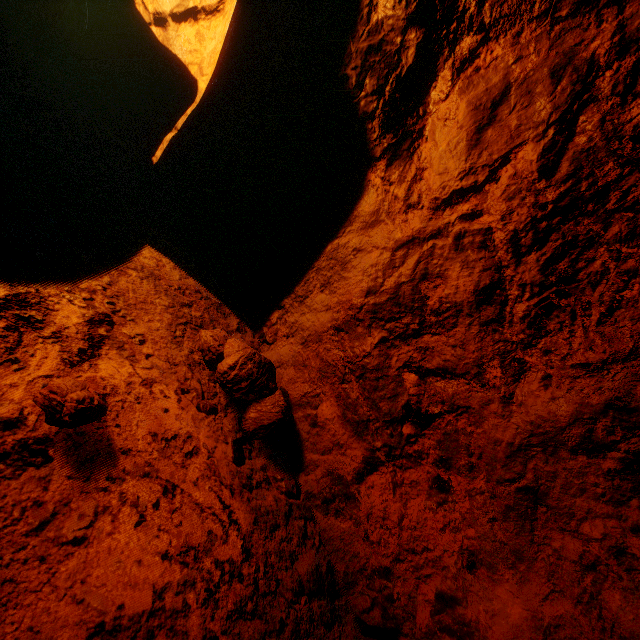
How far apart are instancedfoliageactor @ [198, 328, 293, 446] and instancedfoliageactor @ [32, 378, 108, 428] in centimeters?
57cm

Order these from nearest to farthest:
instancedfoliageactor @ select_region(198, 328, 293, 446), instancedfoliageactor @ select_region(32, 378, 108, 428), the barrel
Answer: instancedfoliageactor @ select_region(32, 378, 108, 428) → instancedfoliageactor @ select_region(198, 328, 293, 446) → the barrel

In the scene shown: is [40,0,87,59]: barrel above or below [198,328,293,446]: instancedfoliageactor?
above

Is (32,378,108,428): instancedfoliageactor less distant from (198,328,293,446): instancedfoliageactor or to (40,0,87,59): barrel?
(198,328,293,446): instancedfoliageactor

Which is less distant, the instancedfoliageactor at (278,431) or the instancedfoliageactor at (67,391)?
the instancedfoliageactor at (67,391)

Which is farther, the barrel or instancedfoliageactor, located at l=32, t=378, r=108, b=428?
the barrel

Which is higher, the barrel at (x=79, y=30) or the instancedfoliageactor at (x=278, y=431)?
the barrel at (x=79, y=30)

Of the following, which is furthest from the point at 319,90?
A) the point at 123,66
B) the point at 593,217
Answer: the point at 123,66
